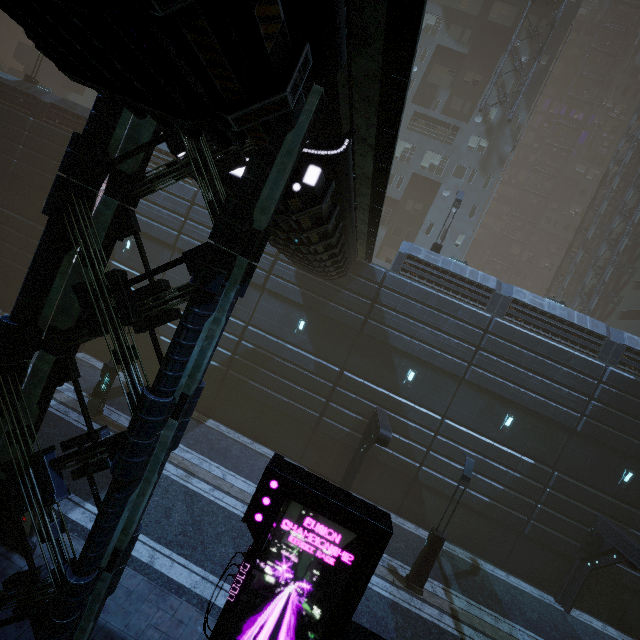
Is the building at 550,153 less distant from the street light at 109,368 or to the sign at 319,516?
the sign at 319,516

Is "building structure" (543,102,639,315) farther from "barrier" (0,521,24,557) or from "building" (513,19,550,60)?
"barrier" (0,521,24,557)

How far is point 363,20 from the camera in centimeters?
373cm

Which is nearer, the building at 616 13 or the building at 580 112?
the building at 616 13

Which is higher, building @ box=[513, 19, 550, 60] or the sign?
building @ box=[513, 19, 550, 60]

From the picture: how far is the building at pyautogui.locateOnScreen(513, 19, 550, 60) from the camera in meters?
29.6

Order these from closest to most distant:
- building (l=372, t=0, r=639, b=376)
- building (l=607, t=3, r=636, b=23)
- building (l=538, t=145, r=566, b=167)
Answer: building (l=372, t=0, r=639, b=376) < building (l=607, t=3, r=636, b=23) < building (l=538, t=145, r=566, b=167)

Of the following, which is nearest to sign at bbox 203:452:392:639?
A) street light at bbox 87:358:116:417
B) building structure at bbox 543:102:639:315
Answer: street light at bbox 87:358:116:417
